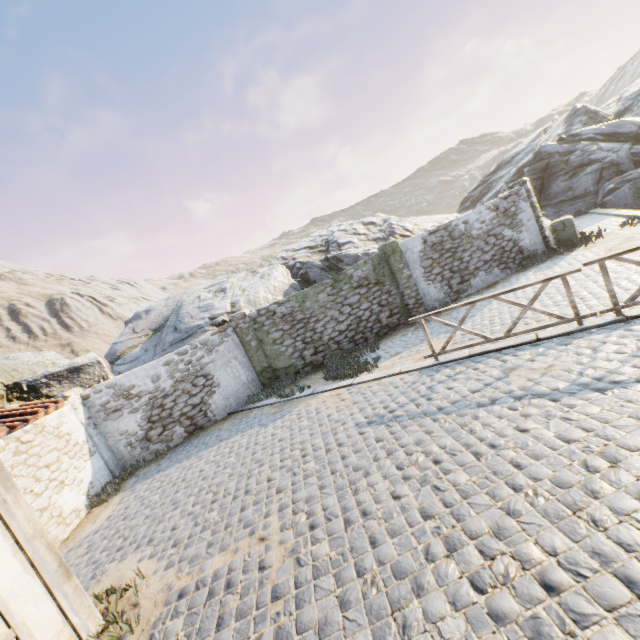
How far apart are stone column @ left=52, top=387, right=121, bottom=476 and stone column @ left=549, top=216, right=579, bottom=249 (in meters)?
17.26

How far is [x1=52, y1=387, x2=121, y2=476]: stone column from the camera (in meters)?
9.95

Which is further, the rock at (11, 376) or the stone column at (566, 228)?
the stone column at (566, 228)

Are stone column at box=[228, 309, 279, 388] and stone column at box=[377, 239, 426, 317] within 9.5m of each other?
yes

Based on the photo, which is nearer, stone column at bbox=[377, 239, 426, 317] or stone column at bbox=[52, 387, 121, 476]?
stone column at bbox=[52, 387, 121, 476]

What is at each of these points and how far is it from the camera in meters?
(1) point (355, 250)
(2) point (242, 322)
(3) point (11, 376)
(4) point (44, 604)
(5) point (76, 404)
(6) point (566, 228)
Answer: (1) rock, 15.8 m
(2) stone column, 11.8 m
(3) rock, 11.8 m
(4) building, 3.9 m
(5) stone column, 10.0 m
(6) stone column, 12.3 m

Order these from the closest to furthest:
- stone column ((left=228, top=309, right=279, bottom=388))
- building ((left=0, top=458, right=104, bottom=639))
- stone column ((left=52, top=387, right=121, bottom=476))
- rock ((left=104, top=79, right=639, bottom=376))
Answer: building ((left=0, top=458, right=104, bottom=639))
stone column ((left=52, top=387, right=121, bottom=476))
stone column ((left=228, top=309, right=279, bottom=388))
rock ((left=104, top=79, right=639, bottom=376))

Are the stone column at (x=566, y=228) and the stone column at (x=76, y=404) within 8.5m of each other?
no
